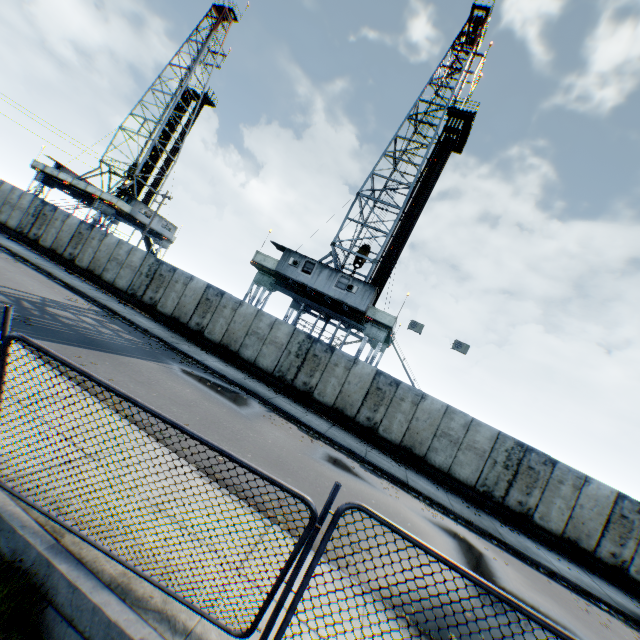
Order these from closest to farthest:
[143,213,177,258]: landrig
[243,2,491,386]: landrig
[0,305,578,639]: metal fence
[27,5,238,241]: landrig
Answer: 1. [0,305,578,639]: metal fence
2. [243,2,491,386]: landrig
3. [27,5,238,241]: landrig
4. [143,213,177,258]: landrig

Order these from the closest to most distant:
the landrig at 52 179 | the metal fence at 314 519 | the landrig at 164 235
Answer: the metal fence at 314 519, the landrig at 52 179, the landrig at 164 235

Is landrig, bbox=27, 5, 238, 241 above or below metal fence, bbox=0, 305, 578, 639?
above

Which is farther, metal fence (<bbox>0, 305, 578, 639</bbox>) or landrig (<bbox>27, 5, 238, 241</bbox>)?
landrig (<bbox>27, 5, 238, 241</bbox>)

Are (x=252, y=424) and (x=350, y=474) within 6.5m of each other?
yes

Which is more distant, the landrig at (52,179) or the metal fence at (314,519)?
the landrig at (52,179)

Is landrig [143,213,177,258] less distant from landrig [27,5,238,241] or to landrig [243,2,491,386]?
landrig [27,5,238,241]

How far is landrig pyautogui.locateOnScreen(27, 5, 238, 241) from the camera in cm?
3409
